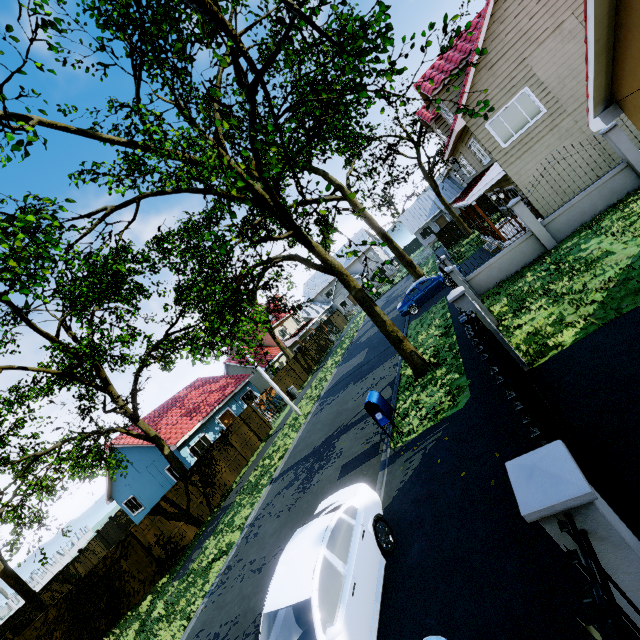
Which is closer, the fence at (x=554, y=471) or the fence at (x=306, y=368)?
the fence at (x=554, y=471)

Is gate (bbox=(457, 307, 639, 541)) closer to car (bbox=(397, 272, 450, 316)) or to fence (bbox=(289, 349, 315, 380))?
fence (bbox=(289, 349, 315, 380))

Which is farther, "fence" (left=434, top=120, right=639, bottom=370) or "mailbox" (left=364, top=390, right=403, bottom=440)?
"mailbox" (left=364, top=390, right=403, bottom=440)

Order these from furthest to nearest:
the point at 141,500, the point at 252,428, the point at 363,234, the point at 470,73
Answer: the point at 363,234
the point at 141,500
the point at 252,428
the point at 470,73

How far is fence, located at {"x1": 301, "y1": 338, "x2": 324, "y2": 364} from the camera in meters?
32.8

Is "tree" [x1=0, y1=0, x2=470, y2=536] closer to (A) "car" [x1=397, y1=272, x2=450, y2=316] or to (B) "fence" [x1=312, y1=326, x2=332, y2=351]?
(B) "fence" [x1=312, y1=326, x2=332, y2=351]

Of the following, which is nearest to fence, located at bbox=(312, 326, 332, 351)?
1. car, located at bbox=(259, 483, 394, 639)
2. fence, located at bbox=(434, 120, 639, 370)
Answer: fence, located at bbox=(434, 120, 639, 370)

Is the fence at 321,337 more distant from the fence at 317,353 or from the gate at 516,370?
the gate at 516,370
